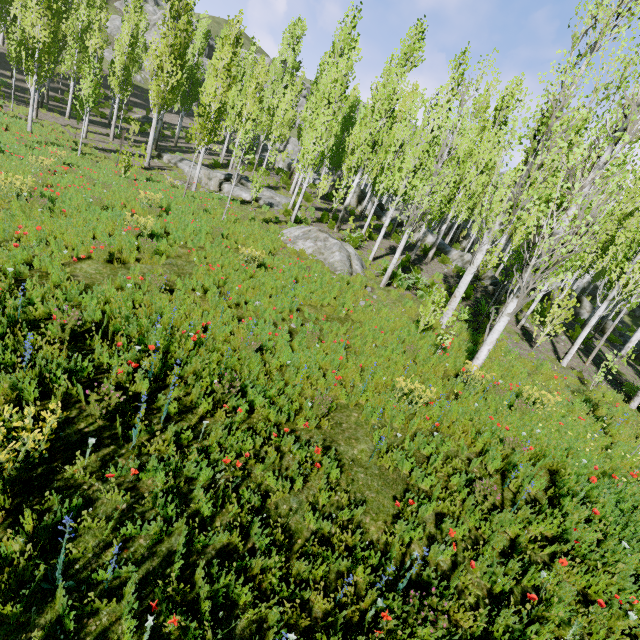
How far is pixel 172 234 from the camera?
10.2 meters

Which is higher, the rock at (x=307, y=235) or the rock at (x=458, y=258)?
the rock at (x=458, y=258)

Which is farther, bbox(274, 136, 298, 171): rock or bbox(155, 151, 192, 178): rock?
Result: bbox(274, 136, 298, 171): rock

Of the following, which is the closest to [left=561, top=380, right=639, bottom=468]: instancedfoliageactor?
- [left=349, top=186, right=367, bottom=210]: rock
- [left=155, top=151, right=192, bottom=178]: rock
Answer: [left=349, top=186, right=367, bottom=210]: rock

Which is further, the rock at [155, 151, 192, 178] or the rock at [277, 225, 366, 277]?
the rock at [155, 151, 192, 178]

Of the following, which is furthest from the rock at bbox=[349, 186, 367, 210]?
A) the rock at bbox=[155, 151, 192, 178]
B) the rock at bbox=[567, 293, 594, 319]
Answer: the rock at bbox=[155, 151, 192, 178]

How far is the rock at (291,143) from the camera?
39.0m

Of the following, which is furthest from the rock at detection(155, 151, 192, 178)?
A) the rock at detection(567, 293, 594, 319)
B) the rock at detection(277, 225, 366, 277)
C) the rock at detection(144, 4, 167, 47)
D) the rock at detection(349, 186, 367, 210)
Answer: the rock at detection(144, 4, 167, 47)
